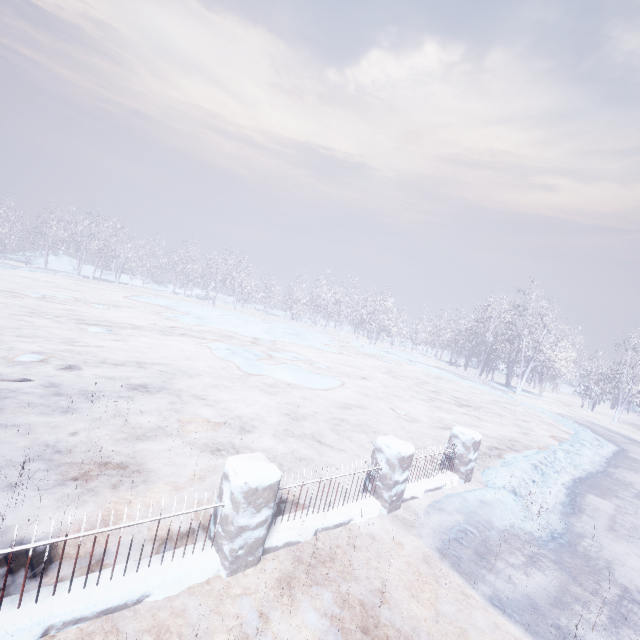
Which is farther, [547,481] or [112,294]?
[112,294]
